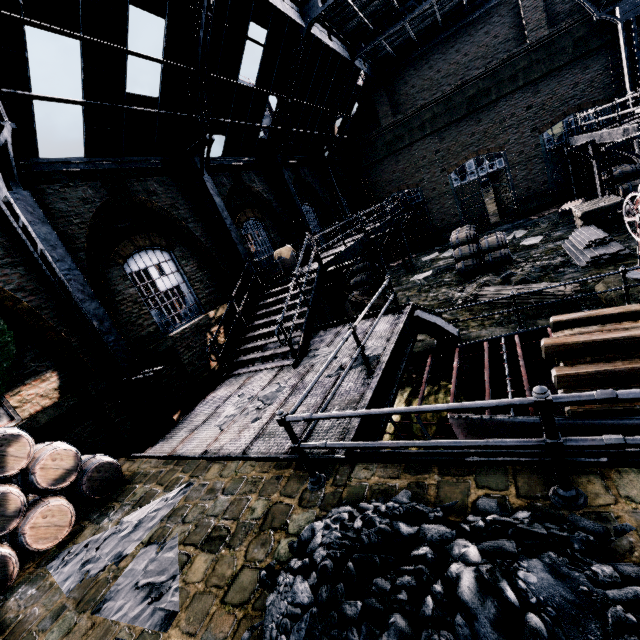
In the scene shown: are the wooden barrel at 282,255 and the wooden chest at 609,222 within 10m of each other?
no

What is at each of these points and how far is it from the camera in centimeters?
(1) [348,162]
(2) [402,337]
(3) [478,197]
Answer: (1) truss, 2639cm
(2) metal beam, 820cm
(3) door, 2459cm

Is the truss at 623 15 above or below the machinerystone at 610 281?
above

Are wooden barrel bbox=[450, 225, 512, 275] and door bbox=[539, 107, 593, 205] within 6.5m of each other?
no

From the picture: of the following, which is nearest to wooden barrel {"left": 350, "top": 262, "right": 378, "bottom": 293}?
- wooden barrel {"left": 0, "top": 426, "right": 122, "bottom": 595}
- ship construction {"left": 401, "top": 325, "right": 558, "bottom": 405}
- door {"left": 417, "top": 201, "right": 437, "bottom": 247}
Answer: door {"left": 417, "top": 201, "right": 437, "bottom": 247}

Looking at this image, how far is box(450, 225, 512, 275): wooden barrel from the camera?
15.5 meters

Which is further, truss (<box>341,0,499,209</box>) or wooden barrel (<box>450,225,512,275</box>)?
truss (<box>341,0,499,209</box>)

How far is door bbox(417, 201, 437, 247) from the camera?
26.41m
